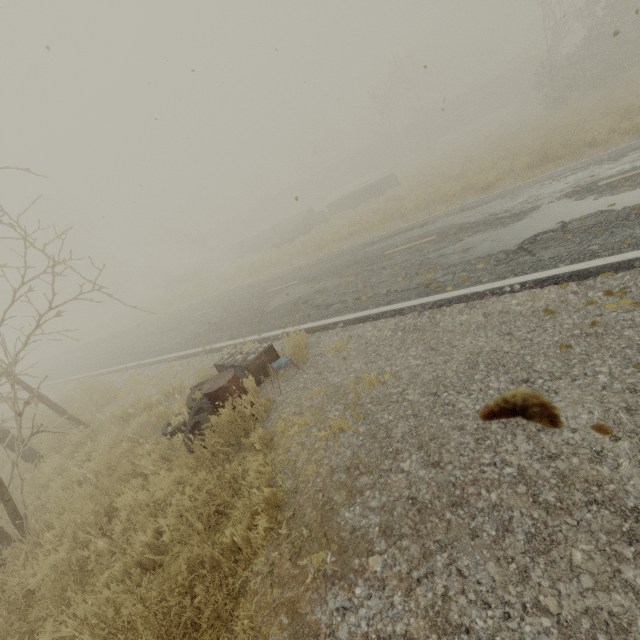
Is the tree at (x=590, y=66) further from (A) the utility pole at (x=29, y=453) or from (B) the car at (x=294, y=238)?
(A) the utility pole at (x=29, y=453)

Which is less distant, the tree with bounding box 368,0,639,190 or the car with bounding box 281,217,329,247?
the tree with bounding box 368,0,639,190

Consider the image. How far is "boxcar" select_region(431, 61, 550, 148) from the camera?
40.8 meters

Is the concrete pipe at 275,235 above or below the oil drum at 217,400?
above

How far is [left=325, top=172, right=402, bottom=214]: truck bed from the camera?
24.5 meters

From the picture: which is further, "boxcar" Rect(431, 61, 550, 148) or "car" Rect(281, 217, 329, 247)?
"boxcar" Rect(431, 61, 550, 148)

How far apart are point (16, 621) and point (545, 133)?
23.0 meters

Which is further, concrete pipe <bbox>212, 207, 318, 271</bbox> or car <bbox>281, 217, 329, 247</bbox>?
concrete pipe <bbox>212, 207, 318, 271</bbox>
